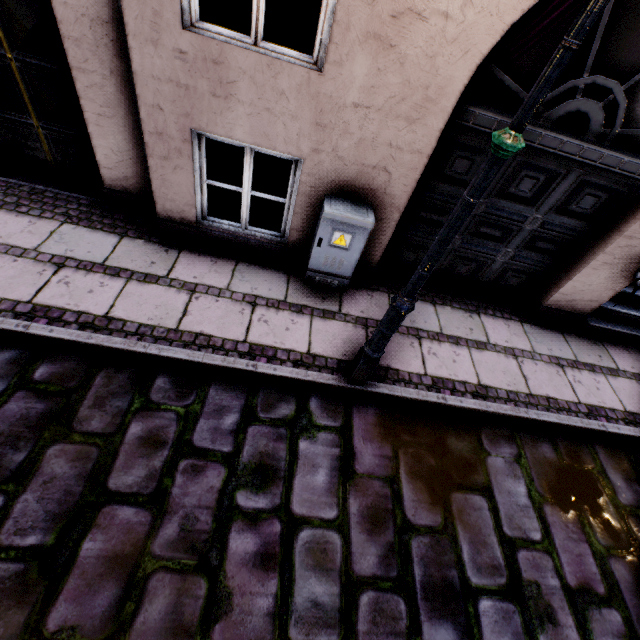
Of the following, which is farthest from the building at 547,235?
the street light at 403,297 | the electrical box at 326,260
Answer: the street light at 403,297

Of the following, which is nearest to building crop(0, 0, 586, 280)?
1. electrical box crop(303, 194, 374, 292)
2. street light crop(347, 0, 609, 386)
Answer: electrical box crop(303, 194, 374, 292)

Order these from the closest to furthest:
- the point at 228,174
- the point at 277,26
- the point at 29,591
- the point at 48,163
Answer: the point at 29,591, the point at 48,163, the point at 228,174, the point at 277,26

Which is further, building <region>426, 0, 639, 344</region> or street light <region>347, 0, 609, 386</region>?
building <region>426, 0, 639, 344</region>

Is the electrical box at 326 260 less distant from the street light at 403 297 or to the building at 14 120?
the building at 14 120

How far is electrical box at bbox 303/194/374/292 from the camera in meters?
3.2 m
